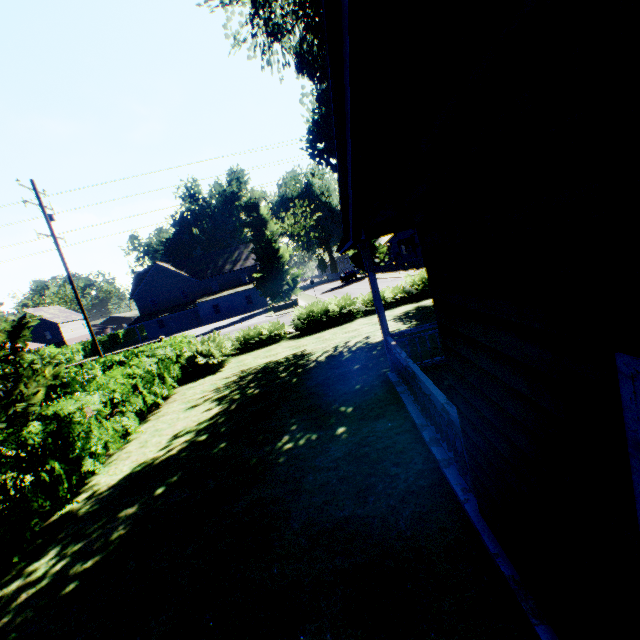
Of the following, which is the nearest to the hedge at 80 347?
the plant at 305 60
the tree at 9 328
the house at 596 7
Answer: the tree at 9 328

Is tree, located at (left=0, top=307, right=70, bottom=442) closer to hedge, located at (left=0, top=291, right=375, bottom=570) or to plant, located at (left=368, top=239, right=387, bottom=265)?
hedge, located at (left=0, top=291, right=375, bottom=570)

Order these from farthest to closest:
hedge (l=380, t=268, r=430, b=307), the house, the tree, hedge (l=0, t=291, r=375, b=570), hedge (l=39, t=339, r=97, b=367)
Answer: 1. hedge (l=39, t=339, r=97, b=367)
2. hedge (l=380, t=268, r=430, b=307)
3. the tree
4. hedge (l=0, t=291, r=375, b=570)
5. the house

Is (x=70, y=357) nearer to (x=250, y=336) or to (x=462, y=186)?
(x=250, y=336)

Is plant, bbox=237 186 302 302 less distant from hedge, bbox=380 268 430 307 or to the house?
hedge, bbox=380 268 430 307

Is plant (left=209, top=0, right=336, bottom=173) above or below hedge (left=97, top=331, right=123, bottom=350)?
above

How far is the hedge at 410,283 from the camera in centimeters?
1881cm
